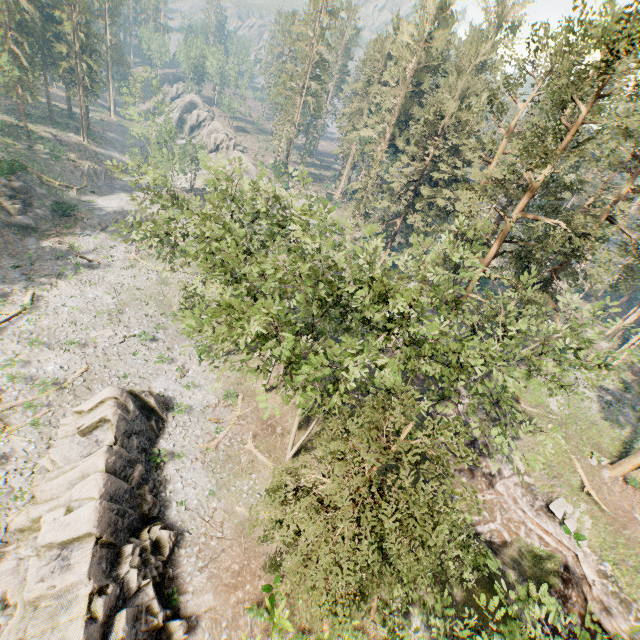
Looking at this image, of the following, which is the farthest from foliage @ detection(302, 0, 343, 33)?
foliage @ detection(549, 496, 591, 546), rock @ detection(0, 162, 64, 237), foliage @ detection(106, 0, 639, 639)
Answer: rock @ detection(0, 162, 64, 237)

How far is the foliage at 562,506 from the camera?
22.5m

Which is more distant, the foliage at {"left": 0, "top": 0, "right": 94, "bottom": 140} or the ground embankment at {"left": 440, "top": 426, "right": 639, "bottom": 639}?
the foliage at {"left": 0, "top": 0, "right": 94, "bottom": 140}

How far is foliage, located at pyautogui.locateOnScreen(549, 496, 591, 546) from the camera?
22.5 meters

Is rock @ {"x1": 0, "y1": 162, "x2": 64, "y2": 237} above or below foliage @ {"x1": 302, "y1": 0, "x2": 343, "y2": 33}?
below

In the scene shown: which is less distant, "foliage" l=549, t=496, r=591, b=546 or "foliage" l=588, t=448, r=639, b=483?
"foliage" l=549, t=496, r=591, b=546

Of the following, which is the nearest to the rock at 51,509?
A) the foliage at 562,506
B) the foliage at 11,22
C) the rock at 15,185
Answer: the foliage at 11,22

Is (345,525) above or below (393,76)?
below
